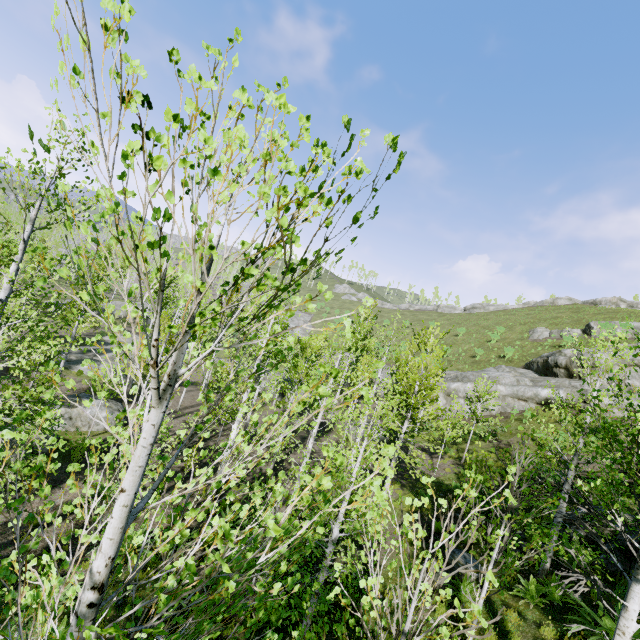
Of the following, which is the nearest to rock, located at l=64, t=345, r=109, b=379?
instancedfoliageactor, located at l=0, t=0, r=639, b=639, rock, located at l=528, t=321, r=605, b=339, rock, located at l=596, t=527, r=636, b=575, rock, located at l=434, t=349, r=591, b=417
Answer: instancedfoliageactor, located at l=0, t=0, r=639, b=639

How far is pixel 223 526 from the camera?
1.6 meters

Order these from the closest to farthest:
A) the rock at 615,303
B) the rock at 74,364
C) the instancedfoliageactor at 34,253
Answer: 1. the instancedfoliageactor at 34,253
2. the rock at 74,364
3. the rock at 615,303

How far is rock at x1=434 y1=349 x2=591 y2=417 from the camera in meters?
23.5 m

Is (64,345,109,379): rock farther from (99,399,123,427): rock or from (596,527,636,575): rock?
(596,527,636,575): rock

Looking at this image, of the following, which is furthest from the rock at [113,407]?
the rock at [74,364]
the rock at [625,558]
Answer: the rock at [625,558]

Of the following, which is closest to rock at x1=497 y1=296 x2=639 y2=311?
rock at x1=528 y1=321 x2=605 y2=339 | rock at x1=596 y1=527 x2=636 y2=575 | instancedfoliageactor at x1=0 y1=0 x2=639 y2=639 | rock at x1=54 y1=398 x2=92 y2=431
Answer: rock at x1=528 y1=321 x2=605 y2=339

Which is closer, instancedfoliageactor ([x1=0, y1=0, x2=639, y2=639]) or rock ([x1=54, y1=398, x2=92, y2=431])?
instancedfoliageactor ([x1=0, y1=0, x2=639, y2=639])
